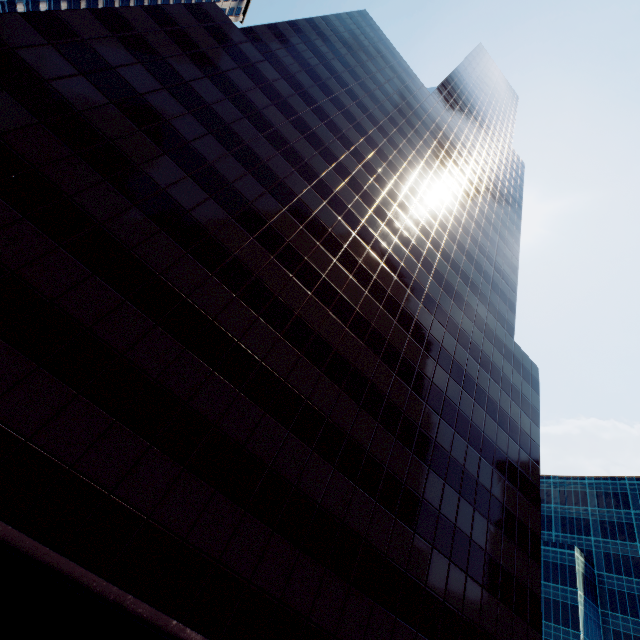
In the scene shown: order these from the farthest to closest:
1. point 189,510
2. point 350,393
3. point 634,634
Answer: point 634,634 → point 350,393 → point 189,510

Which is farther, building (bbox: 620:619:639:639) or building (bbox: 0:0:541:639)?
building (bbox: 620:619:639:639)

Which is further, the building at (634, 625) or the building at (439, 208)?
the building at (634, 625)
